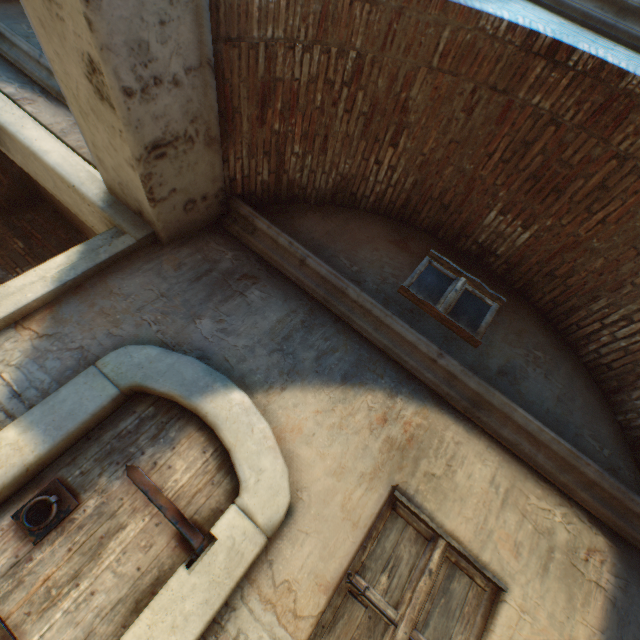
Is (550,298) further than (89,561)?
Yes

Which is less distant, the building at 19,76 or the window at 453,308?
the building at 19,76

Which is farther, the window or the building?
the window

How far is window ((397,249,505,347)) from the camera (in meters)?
3.36

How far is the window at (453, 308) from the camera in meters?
3.4 m
